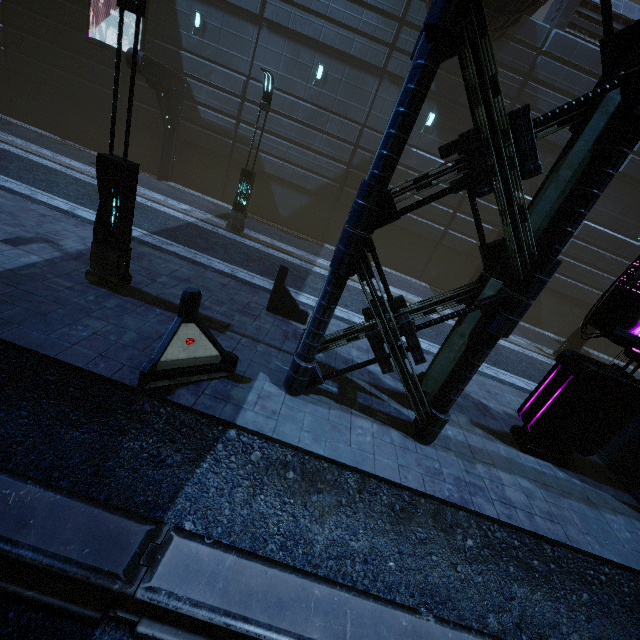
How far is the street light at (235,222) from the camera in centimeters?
1123cm

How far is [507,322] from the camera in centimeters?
475cm

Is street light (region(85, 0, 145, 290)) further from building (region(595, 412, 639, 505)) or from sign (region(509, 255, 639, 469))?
sign (region(509, 255, 639, 469))

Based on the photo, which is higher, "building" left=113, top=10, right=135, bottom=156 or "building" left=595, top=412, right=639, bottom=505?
"building" left=113, top=10, right=135, bottom=156

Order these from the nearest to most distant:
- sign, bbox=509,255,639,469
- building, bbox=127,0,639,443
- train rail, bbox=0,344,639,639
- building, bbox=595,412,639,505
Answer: train rail, bbox=0,344,639,639 < building, bbox=127,0,639,443 < sign, bbox=509,255,639,469 < building, bbox=595,412,639,505

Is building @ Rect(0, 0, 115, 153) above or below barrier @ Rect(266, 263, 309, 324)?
above

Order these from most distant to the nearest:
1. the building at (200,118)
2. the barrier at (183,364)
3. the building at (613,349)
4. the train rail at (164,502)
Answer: the building at (613,349) < the barrier at (183,364) < the building at (200,118) < the train rail at (164,502)
